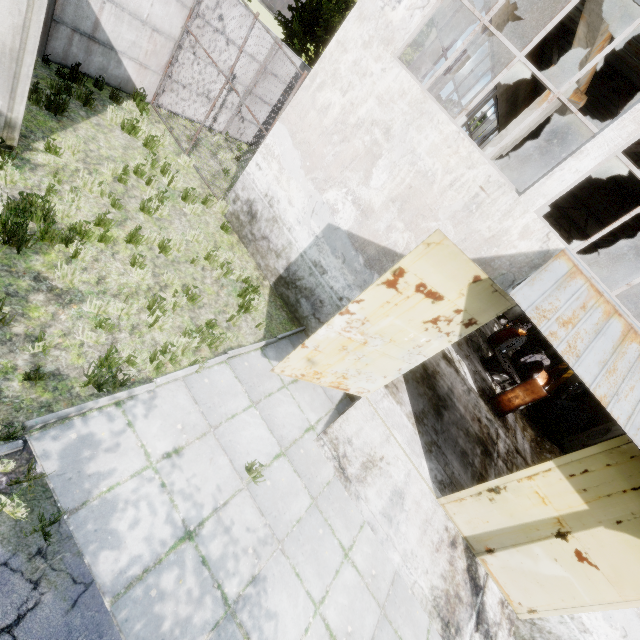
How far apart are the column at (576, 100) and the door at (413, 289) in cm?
528

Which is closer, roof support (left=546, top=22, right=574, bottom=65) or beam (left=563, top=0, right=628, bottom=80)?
beam (left=563, top=0, right=628, bottom=80)

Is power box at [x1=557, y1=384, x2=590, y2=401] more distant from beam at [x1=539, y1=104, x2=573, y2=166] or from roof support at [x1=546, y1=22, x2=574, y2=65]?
roof support at [x1=546, y1=22, x2=574, y2=65]

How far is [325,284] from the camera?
7.8 meters

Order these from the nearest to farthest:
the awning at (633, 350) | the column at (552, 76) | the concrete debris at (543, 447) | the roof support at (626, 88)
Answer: the awning at (633, 350), the column at (552, 76), the roof support at (626, 88), the concrete debris at (543, 447)

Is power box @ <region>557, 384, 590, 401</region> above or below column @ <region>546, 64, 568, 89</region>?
below

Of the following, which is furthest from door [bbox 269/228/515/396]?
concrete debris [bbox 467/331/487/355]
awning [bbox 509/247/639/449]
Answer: concrete debris [bbox 467/331/487/355]

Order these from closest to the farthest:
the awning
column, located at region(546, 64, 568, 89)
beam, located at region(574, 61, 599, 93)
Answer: the awning, beam, located at region(574, 61, 599, 93), column, located at region(546, 64, 568, 89)
